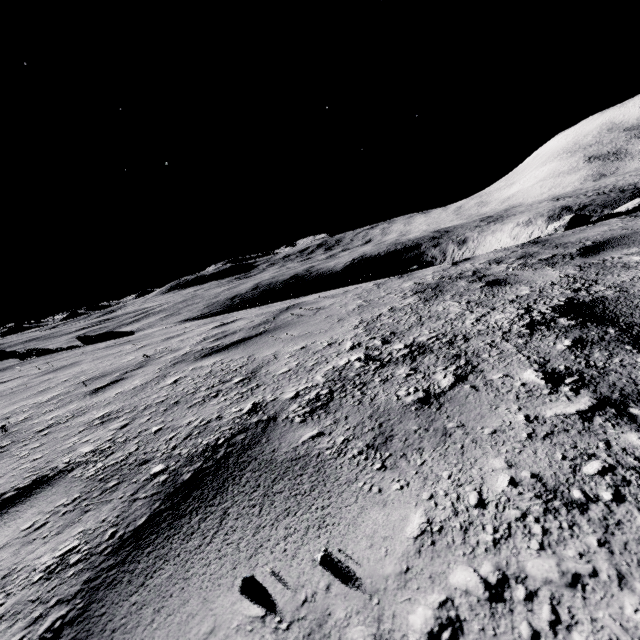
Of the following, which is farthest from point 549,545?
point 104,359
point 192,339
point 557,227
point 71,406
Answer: point 557,227
